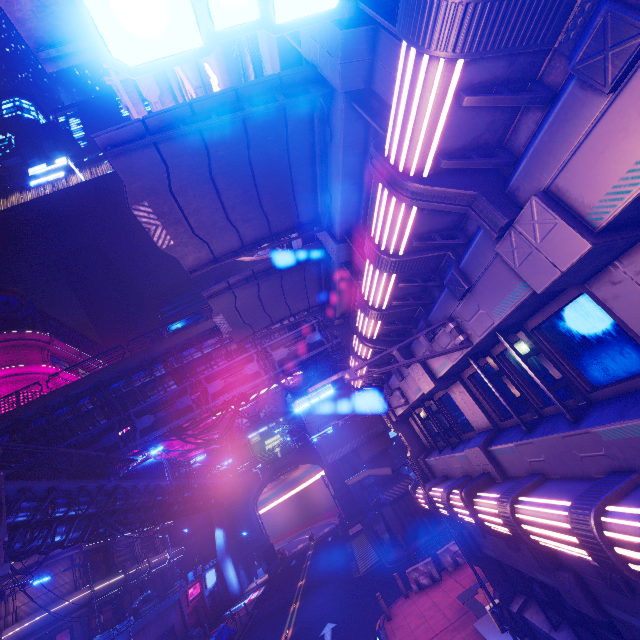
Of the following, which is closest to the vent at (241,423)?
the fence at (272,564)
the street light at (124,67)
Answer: the fence at (272,564)

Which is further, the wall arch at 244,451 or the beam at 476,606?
the wall arch at 244,451

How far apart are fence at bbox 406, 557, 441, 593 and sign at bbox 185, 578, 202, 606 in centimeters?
2780cm

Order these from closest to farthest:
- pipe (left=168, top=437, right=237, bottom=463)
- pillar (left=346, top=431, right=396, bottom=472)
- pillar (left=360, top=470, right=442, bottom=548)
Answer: pillar (left=360, top=470, right=442, bottom=548) → pillar (left=346, top=431, right=396, bottom=472) → pipe (left=168, top=437, right=237, bottom=463)

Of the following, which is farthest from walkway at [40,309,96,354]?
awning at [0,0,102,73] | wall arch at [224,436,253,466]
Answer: wall arch at [224,436,253,466]

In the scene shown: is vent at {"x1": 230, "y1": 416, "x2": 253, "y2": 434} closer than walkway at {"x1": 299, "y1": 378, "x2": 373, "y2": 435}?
No

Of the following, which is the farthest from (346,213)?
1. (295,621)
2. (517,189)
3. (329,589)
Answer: (329,589)

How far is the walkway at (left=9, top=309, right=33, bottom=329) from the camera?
45.2 meters
